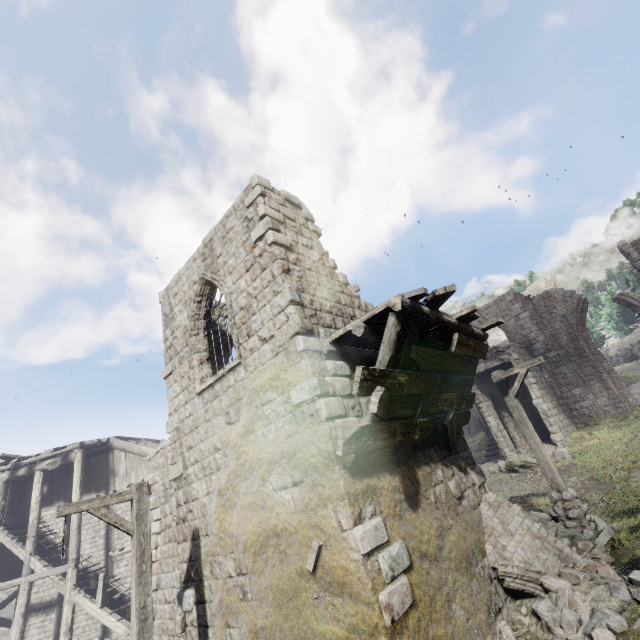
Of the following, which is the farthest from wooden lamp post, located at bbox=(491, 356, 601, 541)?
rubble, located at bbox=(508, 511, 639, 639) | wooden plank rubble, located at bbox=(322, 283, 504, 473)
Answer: wooden plank rubble, located at bbox=(322, 283, 504, 473)

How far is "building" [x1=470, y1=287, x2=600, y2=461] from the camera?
20.05m

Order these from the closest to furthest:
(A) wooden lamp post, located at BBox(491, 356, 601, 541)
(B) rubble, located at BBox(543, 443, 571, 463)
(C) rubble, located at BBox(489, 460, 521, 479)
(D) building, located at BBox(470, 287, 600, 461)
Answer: (A) wooden lamp post, located at BBox(491, 356, 601, 541) < (B) rubble, located at BBox(543, 443, 571, 463) < (C) rubble, located at BBox(489, 460, 521, 479) < (D) building, located at BBox(470, 287, 600, 461)

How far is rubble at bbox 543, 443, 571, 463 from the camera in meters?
16.3 m

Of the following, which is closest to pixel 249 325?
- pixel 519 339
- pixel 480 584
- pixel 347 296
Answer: pixel 347 296

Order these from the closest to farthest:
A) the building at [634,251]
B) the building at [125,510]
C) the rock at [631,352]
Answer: the building at [125,510] < the building at [634,251] < the rock at [631,352]

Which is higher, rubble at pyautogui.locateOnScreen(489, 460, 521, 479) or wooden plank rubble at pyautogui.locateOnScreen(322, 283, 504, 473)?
wooden plank rubble at pyautogui.locateOnScreen(322, 283, 504, 473)

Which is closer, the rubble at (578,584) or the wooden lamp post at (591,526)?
the rubble at (578,584)
